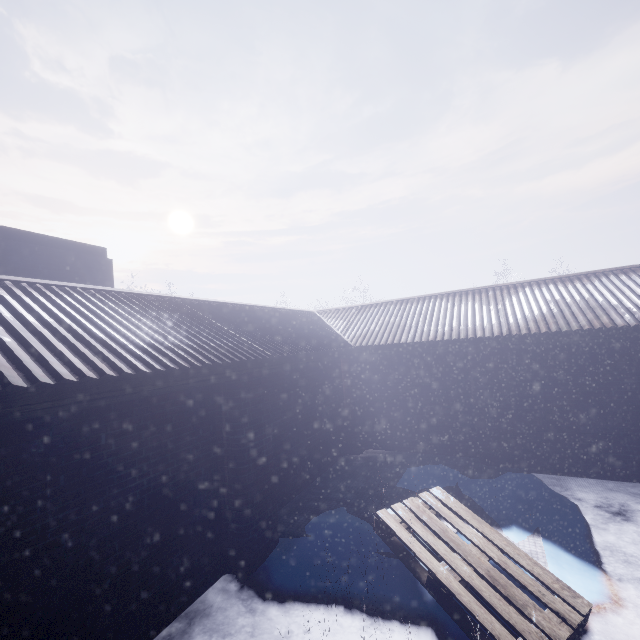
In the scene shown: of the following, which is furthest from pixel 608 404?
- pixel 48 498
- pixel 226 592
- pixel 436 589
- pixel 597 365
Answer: pixel 48 498
